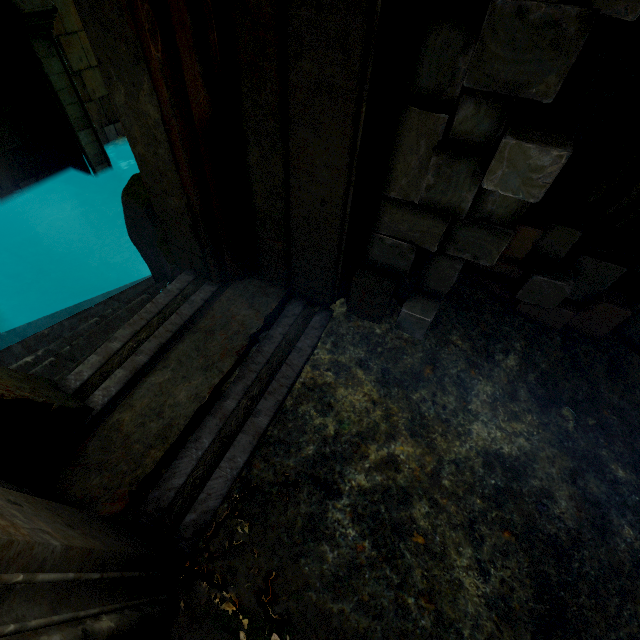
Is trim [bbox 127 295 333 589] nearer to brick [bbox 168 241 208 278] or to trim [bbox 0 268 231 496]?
trim [bbox 0 268 231 496]

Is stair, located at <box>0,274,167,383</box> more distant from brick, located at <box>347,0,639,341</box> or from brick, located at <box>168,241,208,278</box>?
brick, located at <box>347,0,639,341</box>

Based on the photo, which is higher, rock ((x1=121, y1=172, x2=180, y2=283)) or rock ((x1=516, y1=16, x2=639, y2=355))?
rock ((x1=516, y1=16, x2=639, y2=355))

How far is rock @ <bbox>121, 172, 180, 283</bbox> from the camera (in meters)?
4.00

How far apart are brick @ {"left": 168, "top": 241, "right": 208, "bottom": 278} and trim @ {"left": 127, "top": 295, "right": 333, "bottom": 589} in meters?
1.0 m

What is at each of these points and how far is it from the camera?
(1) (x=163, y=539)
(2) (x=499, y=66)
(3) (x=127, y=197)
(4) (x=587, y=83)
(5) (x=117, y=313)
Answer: (1) trim, 2.18m
(2) brick, 1.69m
(3) rock, 3.98m
(4) rock, 2.56m
(5) stair, 4.46m

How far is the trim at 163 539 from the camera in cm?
221

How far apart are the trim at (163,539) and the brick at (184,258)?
1.0 meters
